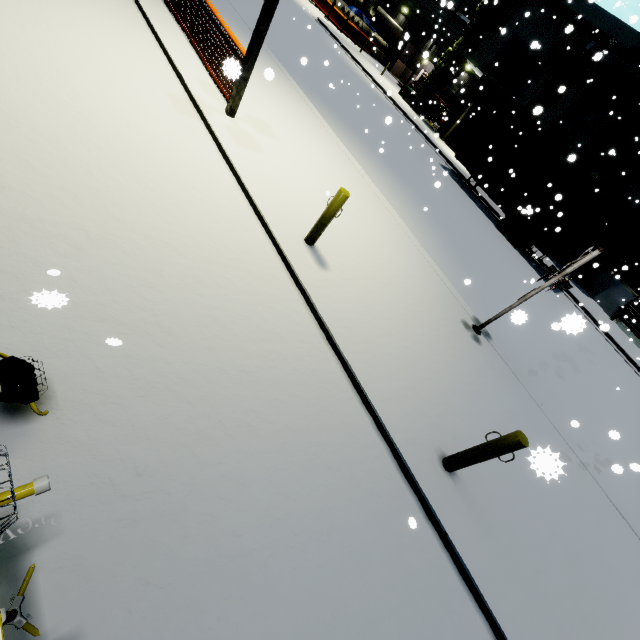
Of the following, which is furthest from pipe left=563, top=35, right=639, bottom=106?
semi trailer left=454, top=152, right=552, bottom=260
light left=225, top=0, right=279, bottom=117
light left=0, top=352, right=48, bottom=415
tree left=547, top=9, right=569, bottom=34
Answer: light left=0, top=352, right=48, bottom=415

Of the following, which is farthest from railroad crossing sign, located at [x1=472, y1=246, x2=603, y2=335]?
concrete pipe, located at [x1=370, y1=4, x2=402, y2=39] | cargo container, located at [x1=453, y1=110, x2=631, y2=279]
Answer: concrete pipe, located at [x1=370, y1=4, x2=402, y2=39]

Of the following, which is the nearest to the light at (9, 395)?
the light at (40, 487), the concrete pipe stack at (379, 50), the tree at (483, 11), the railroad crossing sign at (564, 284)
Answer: the light at (40, 487)

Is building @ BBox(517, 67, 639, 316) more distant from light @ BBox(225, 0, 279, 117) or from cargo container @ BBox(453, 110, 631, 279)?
light @ BBox(225, 0, 279, 117)

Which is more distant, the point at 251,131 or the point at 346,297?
the point at 251,131

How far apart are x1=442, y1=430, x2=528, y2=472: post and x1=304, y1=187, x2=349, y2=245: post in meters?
3.9 m

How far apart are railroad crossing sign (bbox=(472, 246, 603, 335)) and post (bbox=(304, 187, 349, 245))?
4.30m

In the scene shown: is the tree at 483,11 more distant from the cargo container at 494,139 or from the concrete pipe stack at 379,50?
the cargo container at 494,139
